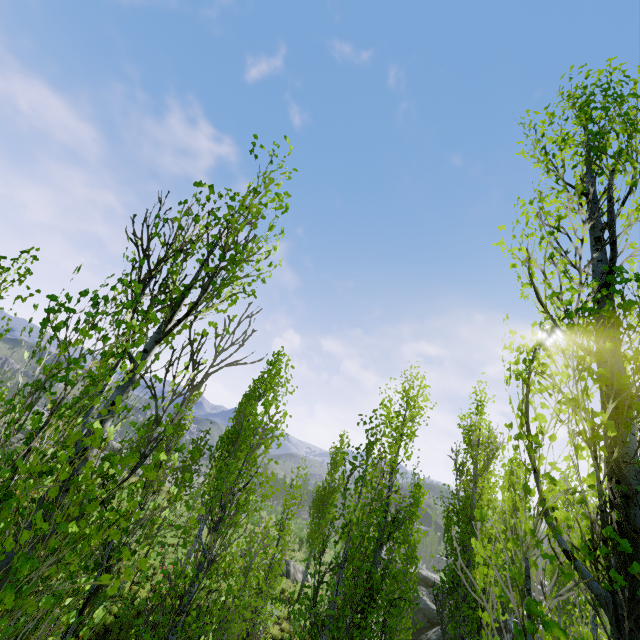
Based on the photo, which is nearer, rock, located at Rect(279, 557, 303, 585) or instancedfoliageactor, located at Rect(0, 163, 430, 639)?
instancedfoliageactor, located at Rect(0, 163, 430, 639)

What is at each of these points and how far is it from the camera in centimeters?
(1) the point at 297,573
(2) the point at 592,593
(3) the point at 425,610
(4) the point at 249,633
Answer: (1) rock, 2345cm
(2) instancedfoliageactor, 221cm
(3) rock, 2569cm
(4) instancedfoliageactor, 930cm

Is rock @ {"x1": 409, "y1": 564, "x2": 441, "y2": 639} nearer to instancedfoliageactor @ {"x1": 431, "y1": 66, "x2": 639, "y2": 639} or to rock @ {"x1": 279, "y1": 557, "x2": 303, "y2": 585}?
instancedfoliageactor @ {"x1": 431, "y1": 66, "x2": 639, "y2": 639}

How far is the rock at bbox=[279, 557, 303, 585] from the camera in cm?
2246

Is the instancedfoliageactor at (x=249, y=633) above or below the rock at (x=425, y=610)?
above

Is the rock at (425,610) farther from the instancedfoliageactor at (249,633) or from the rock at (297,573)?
the rock at (297,573)
